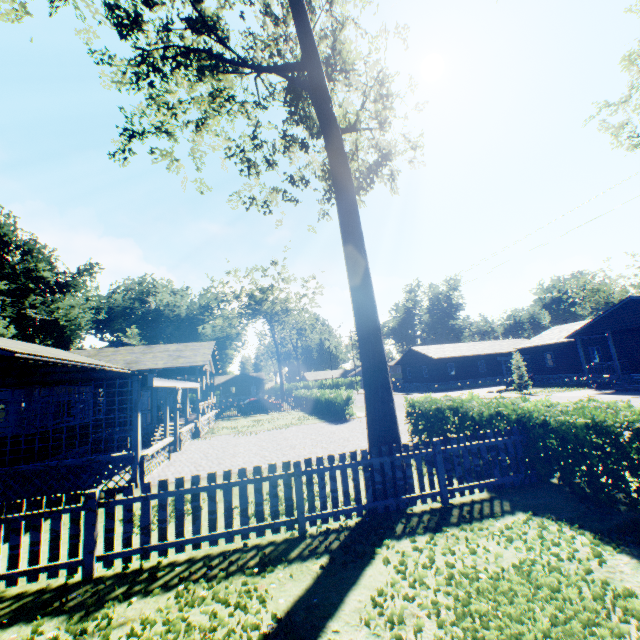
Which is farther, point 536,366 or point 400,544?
point 536,366

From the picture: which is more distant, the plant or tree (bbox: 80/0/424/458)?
the plant

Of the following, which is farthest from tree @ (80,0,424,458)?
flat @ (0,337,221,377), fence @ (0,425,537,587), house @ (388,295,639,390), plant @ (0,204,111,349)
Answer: house @ (388,295,639,390)

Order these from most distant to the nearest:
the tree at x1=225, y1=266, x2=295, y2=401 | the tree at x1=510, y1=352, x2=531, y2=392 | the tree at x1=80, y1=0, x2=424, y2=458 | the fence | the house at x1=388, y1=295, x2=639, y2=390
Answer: the tree at x1=225, y1=266, x2=295, y2=401 → the tree at x1=510, y1=352, x2=531, y2=392 → the house at x1=388, y1=295, x2=639, y2=390 → the tree at x1=80, y1=0, x2=424, y2=458 → the fence

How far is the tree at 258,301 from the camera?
48.6 meters

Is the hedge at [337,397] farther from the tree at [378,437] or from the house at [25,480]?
the tree at [378,437]

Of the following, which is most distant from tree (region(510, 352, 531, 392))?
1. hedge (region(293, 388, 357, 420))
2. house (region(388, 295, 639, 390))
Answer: hedge (region(293, 388, 357, 420))

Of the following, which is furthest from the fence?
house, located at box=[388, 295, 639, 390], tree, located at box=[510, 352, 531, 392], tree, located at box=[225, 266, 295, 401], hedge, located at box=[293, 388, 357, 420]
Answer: tree, located at box=[225, 266, 295, 401]
